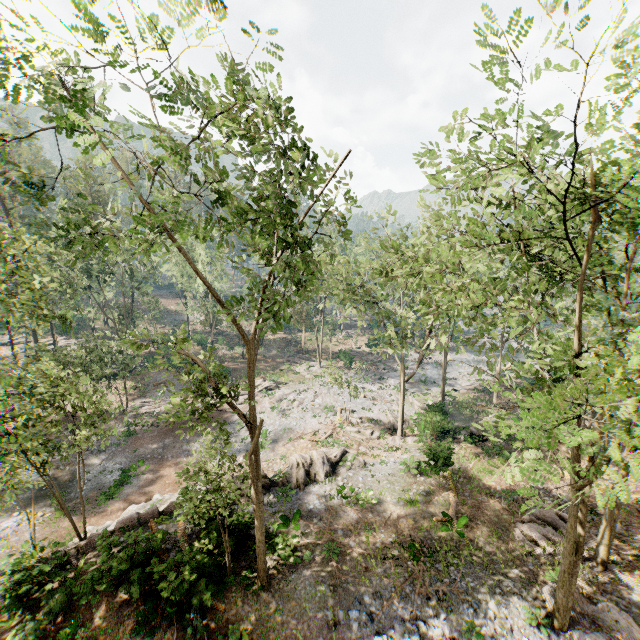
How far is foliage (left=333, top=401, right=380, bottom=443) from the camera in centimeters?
2890cm

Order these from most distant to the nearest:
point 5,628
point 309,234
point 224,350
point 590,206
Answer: point 224,350 < point 5,628 < point 309,234 < point 590,206

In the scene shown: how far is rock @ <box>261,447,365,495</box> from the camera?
20.1 meters

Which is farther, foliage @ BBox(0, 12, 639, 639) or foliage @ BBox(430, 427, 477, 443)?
foliage @ BBox(430, 427, 477, 443)

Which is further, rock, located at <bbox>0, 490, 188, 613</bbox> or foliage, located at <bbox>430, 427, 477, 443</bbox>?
foliage, located at <bbox>430, 427, 477, 443</bbox>

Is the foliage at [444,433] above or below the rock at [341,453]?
below

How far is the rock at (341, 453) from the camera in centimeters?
2011cm
